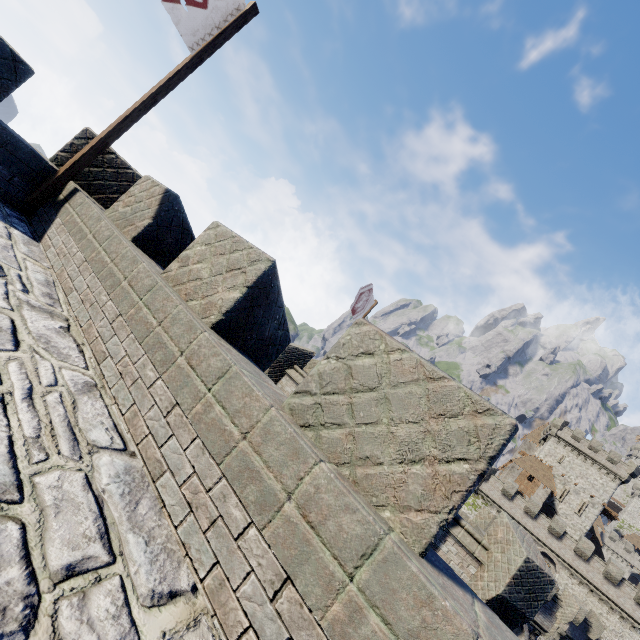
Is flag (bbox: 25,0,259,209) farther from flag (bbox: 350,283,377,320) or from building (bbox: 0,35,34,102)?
flag (bbox: 350,283,377,320)

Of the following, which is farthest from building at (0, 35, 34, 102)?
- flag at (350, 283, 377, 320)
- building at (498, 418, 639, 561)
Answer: building at (498, 418, 639, 561)

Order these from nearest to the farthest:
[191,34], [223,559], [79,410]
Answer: [223,559], [79,410], [191,34]

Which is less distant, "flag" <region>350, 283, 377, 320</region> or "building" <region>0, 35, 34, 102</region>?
"building" <region>0, 35, 34, 102</region>

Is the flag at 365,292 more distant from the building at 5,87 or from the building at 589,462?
the building at 589,462

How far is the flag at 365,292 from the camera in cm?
1287

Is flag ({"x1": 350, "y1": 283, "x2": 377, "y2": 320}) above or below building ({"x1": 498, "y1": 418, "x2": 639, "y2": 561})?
below

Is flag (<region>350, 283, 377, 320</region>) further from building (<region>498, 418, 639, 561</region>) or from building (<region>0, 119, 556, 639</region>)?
building (<region>498, 418, 639, 561</region>)
